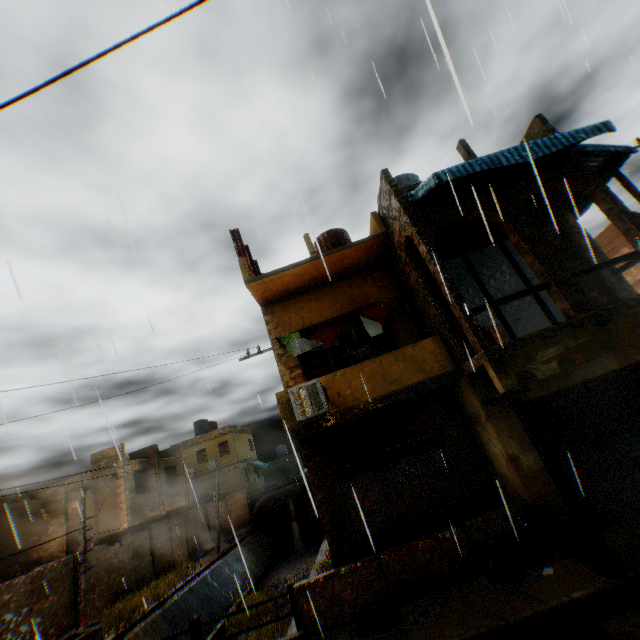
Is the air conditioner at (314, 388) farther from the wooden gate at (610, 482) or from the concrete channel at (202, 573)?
the wooden gate at (610, 482)

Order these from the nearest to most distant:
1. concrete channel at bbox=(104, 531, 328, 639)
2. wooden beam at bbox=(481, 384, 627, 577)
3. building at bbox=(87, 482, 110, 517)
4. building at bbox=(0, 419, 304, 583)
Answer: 1. wooden beam at bbox=(481, 384, 627, 577)
2. concrete channel at bbox=(104, 531, 328, 639)
3. building at bbox=(0, 419, 304, 583)
4. building at bbox=(87, 482, 110, 517)

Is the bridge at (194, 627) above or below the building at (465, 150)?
below

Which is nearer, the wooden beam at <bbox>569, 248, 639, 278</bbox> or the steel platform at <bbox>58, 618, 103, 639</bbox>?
the steel platform at <bbox>58, 618, 103, 639</bbox>

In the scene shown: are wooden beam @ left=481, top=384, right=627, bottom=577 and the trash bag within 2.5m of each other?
yes

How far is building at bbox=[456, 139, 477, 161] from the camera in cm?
877

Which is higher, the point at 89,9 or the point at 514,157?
the point at 89,9

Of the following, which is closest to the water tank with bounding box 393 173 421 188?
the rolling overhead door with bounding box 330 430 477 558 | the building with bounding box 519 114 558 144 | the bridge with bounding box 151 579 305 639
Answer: the building with bounding box 519 114 558 144
